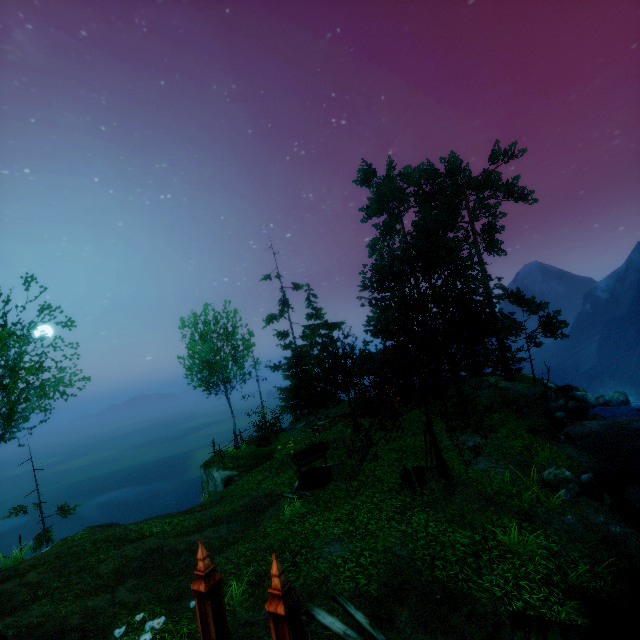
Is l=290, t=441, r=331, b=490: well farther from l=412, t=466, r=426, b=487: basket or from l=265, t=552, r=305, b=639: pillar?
l=265, t=552, r=305, b=639: pillar

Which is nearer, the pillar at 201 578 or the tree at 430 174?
the pillar at 201 578

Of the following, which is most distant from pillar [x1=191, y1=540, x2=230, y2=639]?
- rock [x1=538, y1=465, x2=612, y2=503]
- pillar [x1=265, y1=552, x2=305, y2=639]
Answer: rock [x1=538, y1=465, x2=612, y2=503]

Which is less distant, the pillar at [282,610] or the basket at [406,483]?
the pillar at [282,610]

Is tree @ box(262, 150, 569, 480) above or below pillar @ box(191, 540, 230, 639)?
above

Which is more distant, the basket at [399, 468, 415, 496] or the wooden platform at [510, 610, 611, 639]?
the basket at [399, 468, 415, 496]

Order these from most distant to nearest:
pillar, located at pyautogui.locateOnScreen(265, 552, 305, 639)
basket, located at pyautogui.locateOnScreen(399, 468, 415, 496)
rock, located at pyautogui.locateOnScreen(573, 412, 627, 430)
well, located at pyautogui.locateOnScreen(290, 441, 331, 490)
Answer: rock, located at pyautogui.locateOnScreen(573, 412, 627, 430) < well, located at pyautogui.locateOnScreen(290, 441, 331, 490) < basket, located at pyautogui.locateOnScreen(399, 468, 415, 496) < pillar, located at pyautogui.locateOnScreen(265, 552, 305, 639)

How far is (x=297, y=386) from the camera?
27.92m
